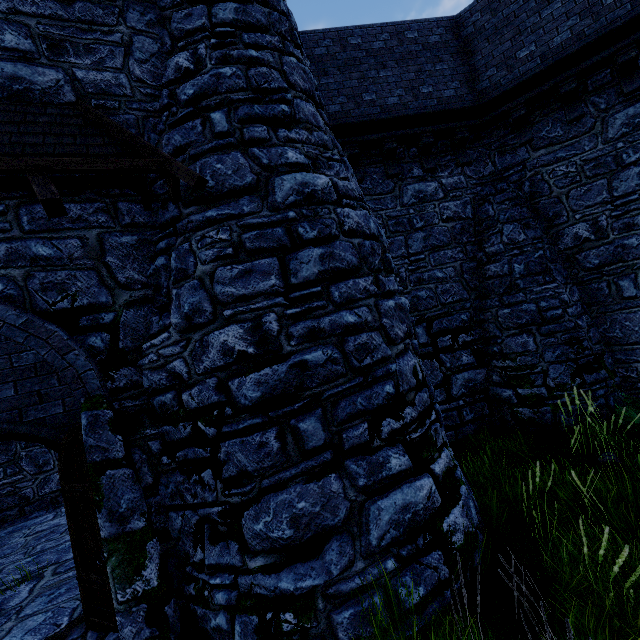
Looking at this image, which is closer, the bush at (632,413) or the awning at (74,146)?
the awning at (74,146)

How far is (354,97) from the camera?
7.81m

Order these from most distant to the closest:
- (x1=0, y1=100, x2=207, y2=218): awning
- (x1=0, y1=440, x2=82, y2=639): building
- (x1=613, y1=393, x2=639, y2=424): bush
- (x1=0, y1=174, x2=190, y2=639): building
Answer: (x1=613, y1=393, x2=639, y2=424): bush
(x1=0, y1=440, x2=82, y2=639): building
(x1=0, y1=174, x2=190, y2=639): building
(x1=0, y1=100, x2=207, y2=218): awning

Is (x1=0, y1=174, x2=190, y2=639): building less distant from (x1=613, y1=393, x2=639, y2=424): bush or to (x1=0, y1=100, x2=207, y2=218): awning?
(x1=0, y1=100, x2=207, y2=218): awning

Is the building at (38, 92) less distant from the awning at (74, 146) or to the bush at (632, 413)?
the awning at (74, 146)

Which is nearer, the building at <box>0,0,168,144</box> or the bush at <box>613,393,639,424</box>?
the building at <box>0,0,168,144</box>
